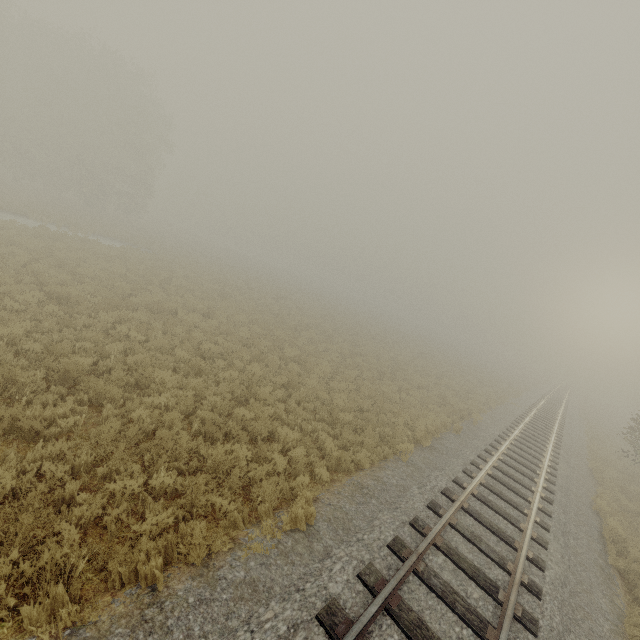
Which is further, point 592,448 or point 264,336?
point 592,448
